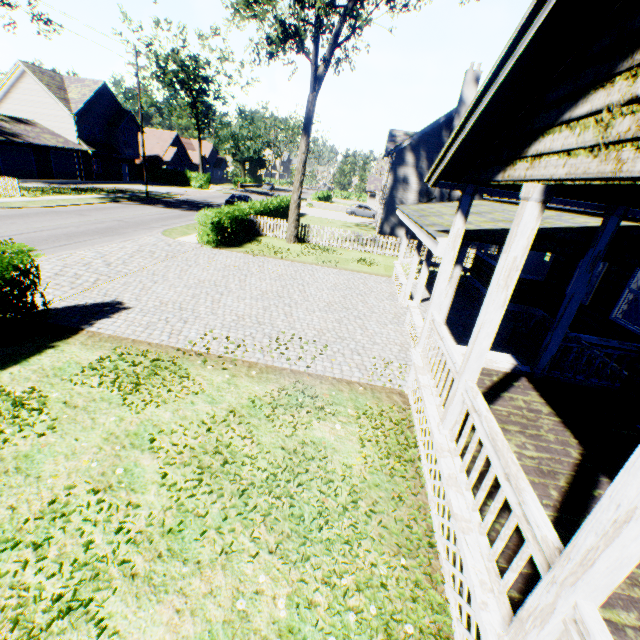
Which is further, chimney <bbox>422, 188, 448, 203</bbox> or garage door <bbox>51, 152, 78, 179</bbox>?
garage door <bbox>51, 152, 78, 179</bbox>

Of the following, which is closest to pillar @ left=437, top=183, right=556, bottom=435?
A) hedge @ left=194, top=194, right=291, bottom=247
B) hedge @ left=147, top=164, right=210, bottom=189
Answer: hedge @ left=194, top=194, right=291, bottom=247

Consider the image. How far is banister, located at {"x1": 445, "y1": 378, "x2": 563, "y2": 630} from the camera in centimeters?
246cm

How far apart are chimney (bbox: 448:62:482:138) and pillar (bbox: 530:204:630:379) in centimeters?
2086cm

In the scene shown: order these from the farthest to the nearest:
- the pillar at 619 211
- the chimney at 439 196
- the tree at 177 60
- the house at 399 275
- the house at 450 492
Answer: the tree at 177 60 < the chimney at 439 196 < the house at 399 275 < the pillar at 619 211 < the house at 450 492

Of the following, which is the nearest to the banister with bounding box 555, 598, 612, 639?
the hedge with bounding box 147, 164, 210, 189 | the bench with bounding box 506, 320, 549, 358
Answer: the bench with bounding box 506, 320, 549, 358

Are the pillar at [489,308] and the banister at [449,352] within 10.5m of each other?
yes

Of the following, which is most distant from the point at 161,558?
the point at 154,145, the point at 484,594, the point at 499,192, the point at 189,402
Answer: the point at 154,145
